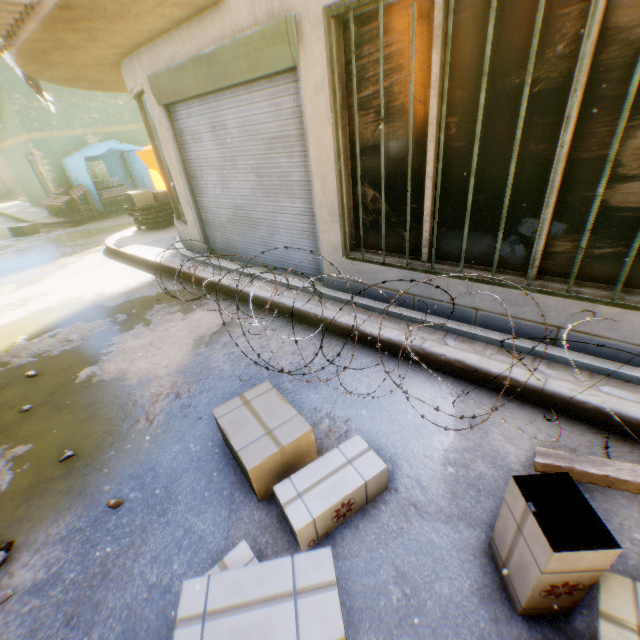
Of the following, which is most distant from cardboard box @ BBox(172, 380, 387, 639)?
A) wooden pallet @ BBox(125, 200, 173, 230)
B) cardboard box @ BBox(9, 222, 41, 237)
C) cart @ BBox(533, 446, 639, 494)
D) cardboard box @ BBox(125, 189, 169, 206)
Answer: cardboard box @ BBox(9, 222, 41, 237)

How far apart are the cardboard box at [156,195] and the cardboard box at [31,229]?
3.9m

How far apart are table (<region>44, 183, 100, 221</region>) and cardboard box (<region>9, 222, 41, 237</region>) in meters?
1.1

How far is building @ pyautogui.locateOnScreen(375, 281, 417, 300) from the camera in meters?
3.8

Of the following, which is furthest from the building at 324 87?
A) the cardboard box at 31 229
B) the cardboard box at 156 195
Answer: the cardboard box at 31 229

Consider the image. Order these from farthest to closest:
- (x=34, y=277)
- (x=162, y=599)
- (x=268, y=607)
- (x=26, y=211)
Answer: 1. (x=26, y=211)
2. (x=34, y=277)
3. (x=162, y=599)
4. (x=268, y=607)

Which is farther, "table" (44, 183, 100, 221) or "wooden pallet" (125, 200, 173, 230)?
"table" (44, 183, 100, 221)

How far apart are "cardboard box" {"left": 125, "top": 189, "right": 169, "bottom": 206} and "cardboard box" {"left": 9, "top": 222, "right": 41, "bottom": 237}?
3.9 meters
